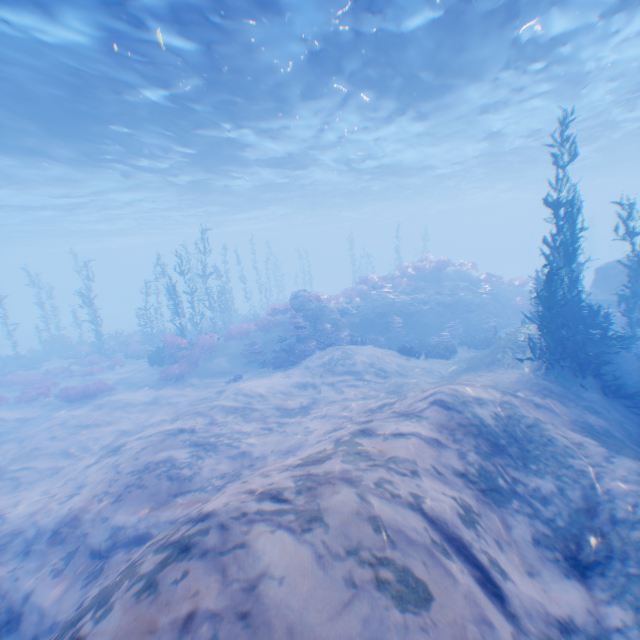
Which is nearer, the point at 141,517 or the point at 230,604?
the point at 230,604

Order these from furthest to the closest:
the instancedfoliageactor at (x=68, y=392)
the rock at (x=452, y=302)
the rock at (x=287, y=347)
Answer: the rock at (x=452, y=302) → the rock at (x=287, y=347) → the instancedfoliageactor at (x=68, y=392)

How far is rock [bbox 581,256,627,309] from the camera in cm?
1688

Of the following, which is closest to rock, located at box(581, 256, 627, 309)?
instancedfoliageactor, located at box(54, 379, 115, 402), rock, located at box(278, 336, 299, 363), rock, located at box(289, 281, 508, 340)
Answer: rock, located at box(289, 281, 508, 340)

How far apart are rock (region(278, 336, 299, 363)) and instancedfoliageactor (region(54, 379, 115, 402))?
8.7 meters

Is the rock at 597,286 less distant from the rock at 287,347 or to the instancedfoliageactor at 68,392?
the instancedfoliageactor at 68,392

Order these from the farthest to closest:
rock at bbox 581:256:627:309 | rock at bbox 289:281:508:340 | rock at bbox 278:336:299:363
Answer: rock at bbox 289:281:508:340 < rock at bbox 581:256:627:309 < rock at bbox 278:336:299:363
